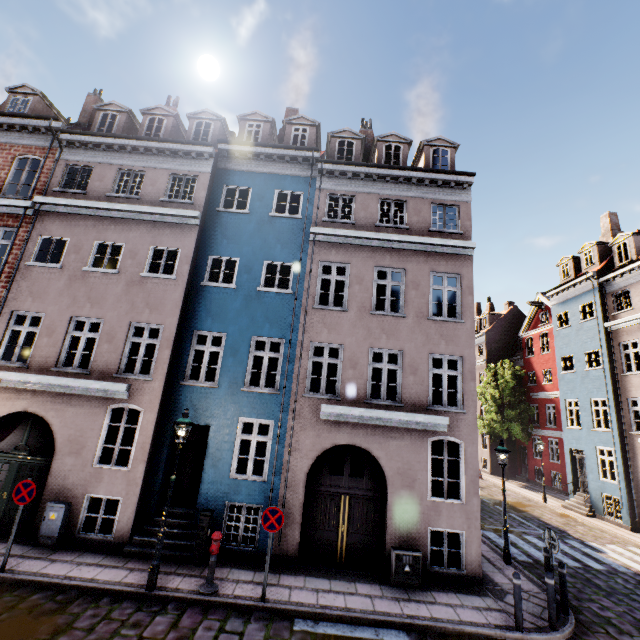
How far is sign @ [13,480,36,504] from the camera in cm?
777

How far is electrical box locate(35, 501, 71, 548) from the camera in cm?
871

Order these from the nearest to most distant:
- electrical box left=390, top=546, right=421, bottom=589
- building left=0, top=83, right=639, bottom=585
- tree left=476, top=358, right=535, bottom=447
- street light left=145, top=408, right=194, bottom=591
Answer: street light left=145, top=408, right=194, bottom=591
electrical box left=390, top=546, right=421, bottom=589
building left=0, top=83, right=639, bottom=585
tree left=476, top=358, right=535, bottom=447

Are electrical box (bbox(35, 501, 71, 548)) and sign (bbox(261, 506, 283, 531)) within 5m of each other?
no

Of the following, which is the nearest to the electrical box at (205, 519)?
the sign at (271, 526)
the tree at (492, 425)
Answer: the sign at (271, 526)

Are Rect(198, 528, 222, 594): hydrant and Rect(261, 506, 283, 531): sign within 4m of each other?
yes

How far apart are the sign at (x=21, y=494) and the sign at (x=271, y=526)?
5.6m

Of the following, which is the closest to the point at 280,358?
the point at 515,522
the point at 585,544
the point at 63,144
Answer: the point at 63,144
